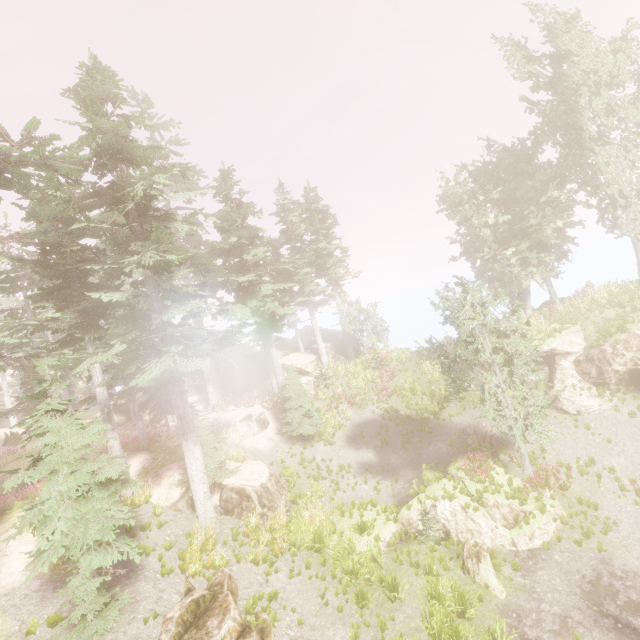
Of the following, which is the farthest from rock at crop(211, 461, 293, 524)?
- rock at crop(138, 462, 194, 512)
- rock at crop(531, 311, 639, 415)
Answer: rock at crop(531, 311, 639, 415)

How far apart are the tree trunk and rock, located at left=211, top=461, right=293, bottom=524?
7.7m

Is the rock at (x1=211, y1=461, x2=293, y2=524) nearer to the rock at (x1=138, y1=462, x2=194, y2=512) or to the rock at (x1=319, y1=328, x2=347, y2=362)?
the rock at (x1=138, y1=462, x2=194, y2=512)

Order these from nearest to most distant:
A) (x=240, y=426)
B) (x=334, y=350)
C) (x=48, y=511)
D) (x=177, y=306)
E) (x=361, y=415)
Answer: (x=48, y=511)
(x=177, y=306)
(x=240, y=426)
(x=361, y=415)
(x=334, y=350)

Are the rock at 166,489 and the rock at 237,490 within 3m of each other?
yes

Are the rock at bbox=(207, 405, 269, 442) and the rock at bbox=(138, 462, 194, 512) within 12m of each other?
yes

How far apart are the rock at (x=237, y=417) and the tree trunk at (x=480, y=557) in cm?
1316

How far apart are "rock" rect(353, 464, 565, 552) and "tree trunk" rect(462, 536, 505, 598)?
0.53m
